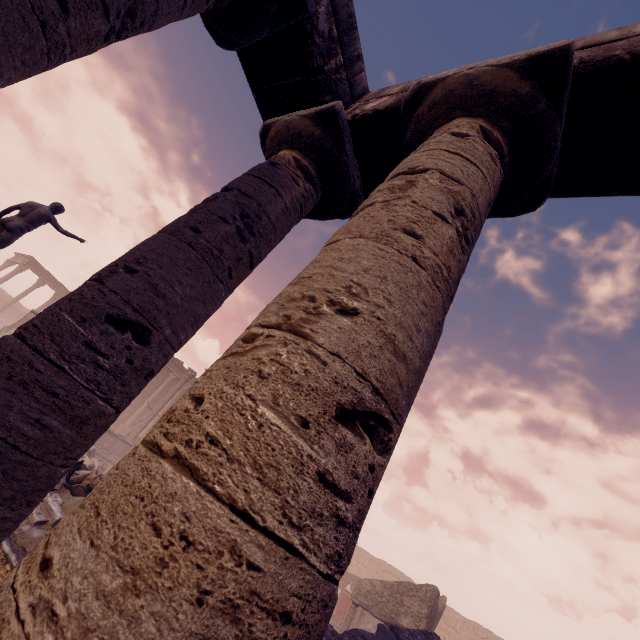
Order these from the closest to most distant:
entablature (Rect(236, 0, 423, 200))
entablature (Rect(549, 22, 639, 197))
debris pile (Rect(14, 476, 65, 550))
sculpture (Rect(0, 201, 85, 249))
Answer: entablature (Rect(549, 22, 639, 197)) < entablature (Rect(236, 0, 423, 200)) < debris pile (Rect(14, 476, 65, 550)) < sculpture (Rect(0, 201, 85, 249))

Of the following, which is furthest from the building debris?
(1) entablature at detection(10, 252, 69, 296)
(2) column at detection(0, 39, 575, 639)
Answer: (1) entablature at detection(10, 252, 69, 296)

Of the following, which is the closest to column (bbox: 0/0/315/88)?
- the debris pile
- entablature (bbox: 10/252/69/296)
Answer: the debris pile

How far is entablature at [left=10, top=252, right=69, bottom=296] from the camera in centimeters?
2939cm

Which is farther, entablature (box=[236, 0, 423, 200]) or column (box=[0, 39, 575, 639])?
entablature (box=[236, 0, 423, 200])

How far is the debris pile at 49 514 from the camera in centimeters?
638cm

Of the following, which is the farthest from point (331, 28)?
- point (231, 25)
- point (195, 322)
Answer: point (195, 322)

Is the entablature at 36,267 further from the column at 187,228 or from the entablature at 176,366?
the column at 187,228
